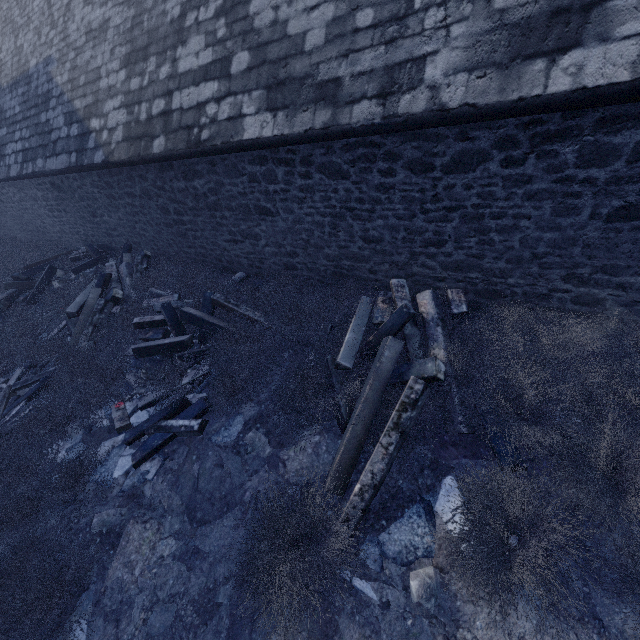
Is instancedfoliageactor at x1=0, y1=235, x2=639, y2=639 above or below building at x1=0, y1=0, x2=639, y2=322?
below

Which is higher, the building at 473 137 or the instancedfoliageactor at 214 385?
the building at 473 137

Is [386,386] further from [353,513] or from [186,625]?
[186,625]
